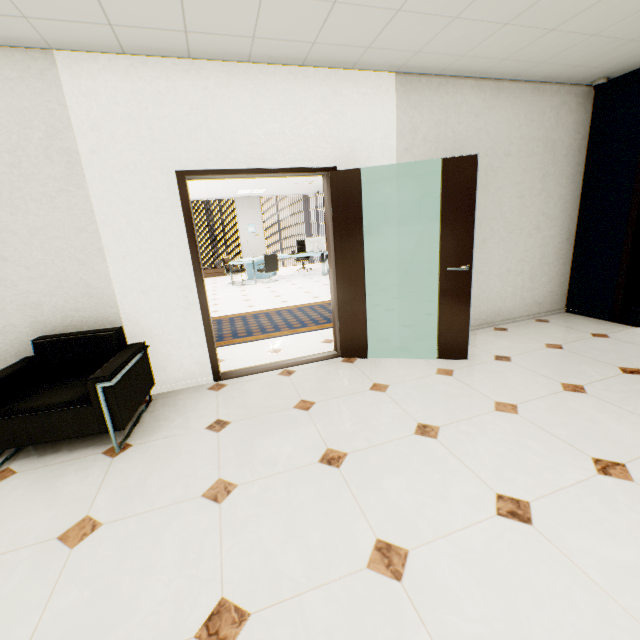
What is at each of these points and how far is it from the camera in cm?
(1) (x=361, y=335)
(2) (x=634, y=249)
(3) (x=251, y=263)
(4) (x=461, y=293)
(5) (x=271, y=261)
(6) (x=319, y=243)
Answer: (1) door, 371
(2) door, 405
(3) desk, 1111
(4) door, 335
(5) chair, 1007
(6) monitor, 1066

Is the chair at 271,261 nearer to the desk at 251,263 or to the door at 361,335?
the desk at 251,263

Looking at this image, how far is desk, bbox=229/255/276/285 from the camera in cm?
993

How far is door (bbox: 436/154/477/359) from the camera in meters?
3.0

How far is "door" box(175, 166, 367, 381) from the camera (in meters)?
3.09

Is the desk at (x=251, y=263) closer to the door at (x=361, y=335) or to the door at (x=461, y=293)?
the door at (x=361, y=335)

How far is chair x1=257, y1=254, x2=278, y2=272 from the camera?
9.9m

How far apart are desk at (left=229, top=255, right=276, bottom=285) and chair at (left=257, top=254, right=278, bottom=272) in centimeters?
11cm
